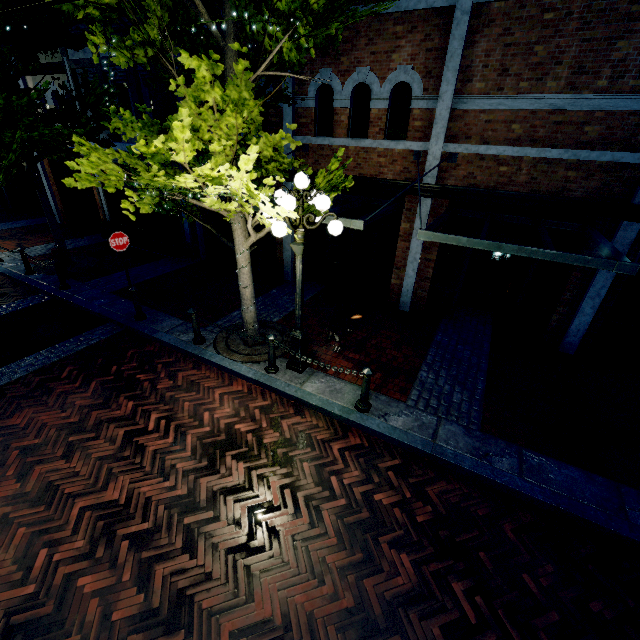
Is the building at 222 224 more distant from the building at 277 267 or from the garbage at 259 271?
the building at 277 267

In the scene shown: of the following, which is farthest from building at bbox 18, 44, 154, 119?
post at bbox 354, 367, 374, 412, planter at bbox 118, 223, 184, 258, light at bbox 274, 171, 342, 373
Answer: post at bbox 354, 367, 374, 412

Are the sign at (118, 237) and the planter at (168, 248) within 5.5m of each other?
yes

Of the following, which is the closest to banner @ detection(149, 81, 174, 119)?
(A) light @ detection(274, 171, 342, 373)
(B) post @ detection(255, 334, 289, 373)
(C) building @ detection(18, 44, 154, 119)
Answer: (C) building @ detection(18, 44, 154, 119)

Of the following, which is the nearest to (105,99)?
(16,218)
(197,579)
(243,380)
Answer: (243,380)

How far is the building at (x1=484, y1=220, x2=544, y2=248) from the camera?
7.3m

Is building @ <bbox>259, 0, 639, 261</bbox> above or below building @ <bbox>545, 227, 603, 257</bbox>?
above

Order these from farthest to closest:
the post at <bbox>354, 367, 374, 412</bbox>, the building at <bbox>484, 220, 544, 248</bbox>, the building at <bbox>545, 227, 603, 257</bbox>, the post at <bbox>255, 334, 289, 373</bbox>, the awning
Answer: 1. the building at <bbox>484, 220, 544, 248</bbox>
2. the building at <bbox>545, 227, 603, 257</bbox>
3. the post at <bbox>255, 334, 289, 373</bbox>
4. the post at <bbox>354, 367, 374, 412</bbox>
5. the awning
